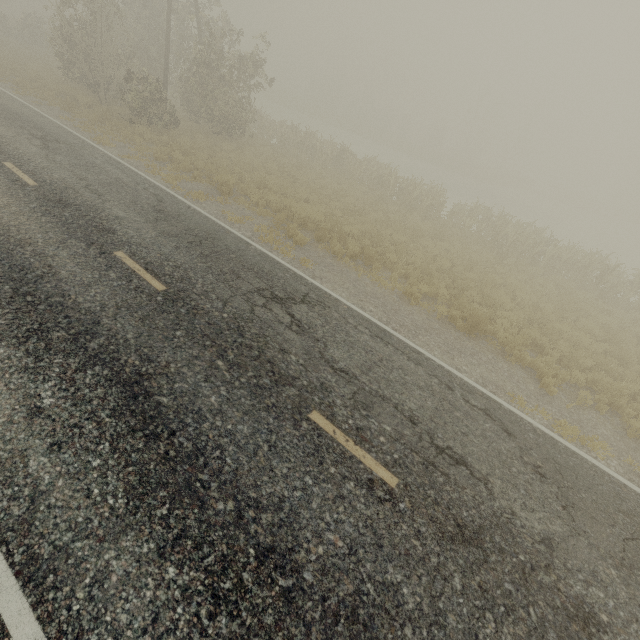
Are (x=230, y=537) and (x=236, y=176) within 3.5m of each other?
no
